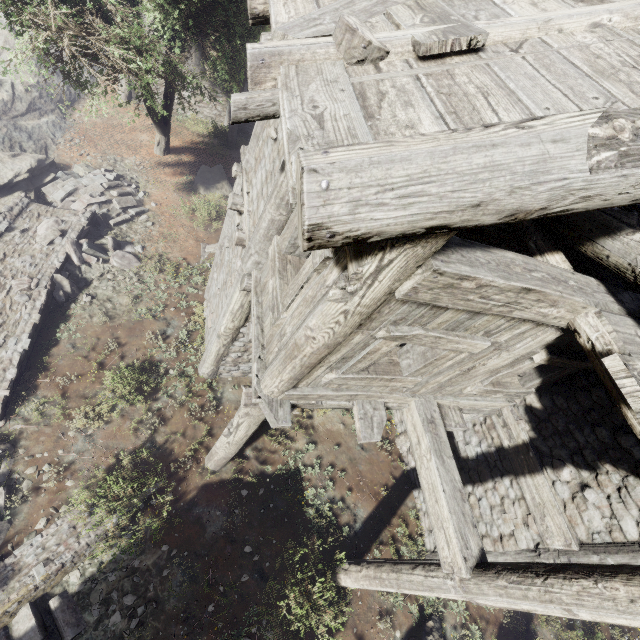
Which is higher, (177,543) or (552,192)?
(552,192)

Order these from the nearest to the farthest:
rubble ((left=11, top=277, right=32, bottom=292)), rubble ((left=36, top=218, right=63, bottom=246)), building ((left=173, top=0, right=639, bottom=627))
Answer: building ((left=173, top=0, right=639, bottom=627))
rubble ((left=11, top=277, right=32, bottom=292))
rubble ((left=36, top=218, right=63, bottom=246))

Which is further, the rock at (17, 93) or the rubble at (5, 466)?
the rock at (17, 93)

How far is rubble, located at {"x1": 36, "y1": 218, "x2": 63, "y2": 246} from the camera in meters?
9.3

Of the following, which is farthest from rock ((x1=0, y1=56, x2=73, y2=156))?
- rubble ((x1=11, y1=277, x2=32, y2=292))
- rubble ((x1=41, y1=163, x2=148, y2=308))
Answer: rubble ((x1=11, y1=277, x2=32, y2=292))

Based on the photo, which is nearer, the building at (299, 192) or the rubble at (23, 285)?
the building at (299, 192)

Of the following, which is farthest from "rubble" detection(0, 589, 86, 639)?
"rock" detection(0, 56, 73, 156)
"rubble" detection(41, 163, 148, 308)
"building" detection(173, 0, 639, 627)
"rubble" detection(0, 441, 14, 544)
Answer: "rock" detection(0, 56, 73, 156)
